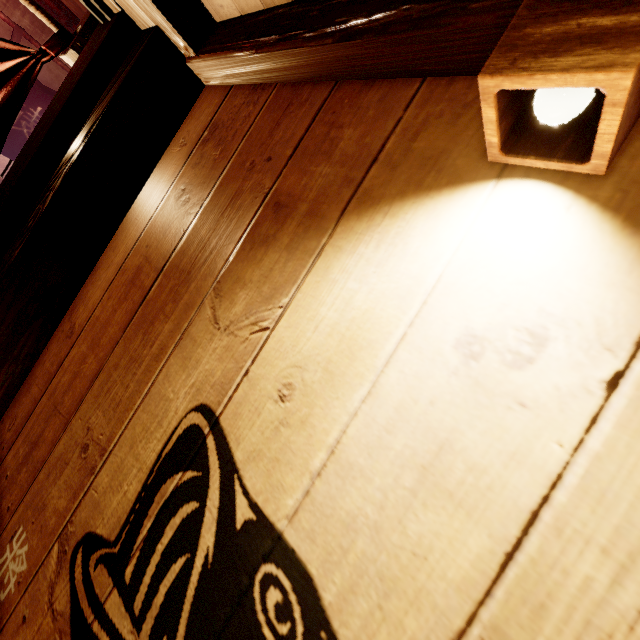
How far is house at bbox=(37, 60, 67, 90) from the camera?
8.23m

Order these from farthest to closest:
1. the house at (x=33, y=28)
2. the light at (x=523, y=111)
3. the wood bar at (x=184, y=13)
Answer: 1. the house at (x=33, y=28)
2. the wood bar at (x=184, y=13)
3. the light at (x=523, y=111)

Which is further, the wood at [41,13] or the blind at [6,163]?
the blind at [6,163]

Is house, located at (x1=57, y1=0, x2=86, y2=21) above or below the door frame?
above

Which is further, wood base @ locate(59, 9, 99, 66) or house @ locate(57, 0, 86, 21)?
house @ locate(57, 0, 86, 21)

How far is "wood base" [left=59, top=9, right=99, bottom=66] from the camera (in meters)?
2.09

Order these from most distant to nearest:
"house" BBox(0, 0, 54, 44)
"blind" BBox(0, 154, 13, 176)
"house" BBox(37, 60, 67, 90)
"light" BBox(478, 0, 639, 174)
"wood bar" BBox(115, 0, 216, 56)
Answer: "blind" BBox(0, 154, 13, 176), "house" BBox(37, 60, 67, 90), "house" BBox(0, 0, 54, 44), "wood bar" BBox(115, 0, 216, 56), "light" BBox(478, 0, 639, 174)

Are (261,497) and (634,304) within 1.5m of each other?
yes
